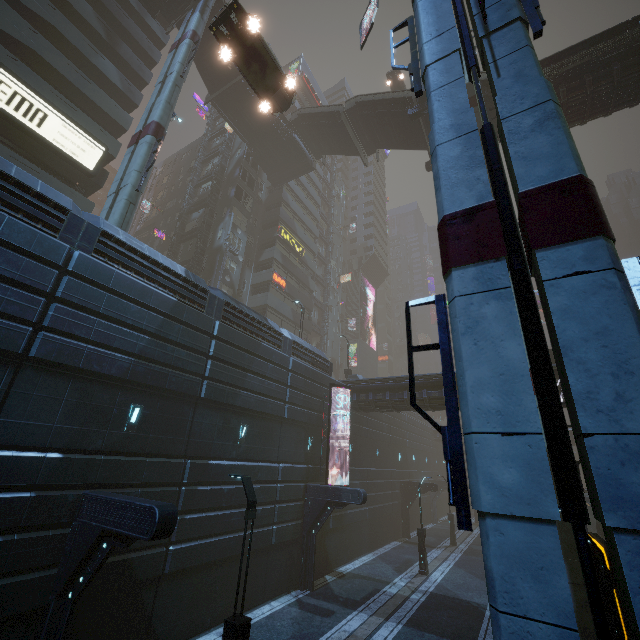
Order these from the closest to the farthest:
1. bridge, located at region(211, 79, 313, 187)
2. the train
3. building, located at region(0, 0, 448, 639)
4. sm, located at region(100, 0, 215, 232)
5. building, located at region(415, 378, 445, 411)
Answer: building, located at region(0, 0, 448, 639) < sm, located at region(100, 0, 215, 232) < the train < building, located at region(415, 378, 445, 411) < bridge, located at region(211, 79, 313, 187)

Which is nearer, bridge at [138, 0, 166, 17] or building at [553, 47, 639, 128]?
building at [553, 47, 639, 128]

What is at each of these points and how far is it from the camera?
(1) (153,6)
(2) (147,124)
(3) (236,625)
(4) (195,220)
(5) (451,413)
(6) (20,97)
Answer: (1) bridge, 27.2 meters
(2) sm, 17.2 meters
(3) street light, 7.6 meters
(4) building, 36.6 meters
(5) sm, 4.7 meters
(6) sign, 18.9 meters

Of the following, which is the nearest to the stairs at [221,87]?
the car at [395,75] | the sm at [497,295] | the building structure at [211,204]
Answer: the building structure at [211,204]

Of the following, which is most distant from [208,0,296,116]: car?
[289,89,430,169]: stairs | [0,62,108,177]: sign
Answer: [289,89,430,169]: stairs

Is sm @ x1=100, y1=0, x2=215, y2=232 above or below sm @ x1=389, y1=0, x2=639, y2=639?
above

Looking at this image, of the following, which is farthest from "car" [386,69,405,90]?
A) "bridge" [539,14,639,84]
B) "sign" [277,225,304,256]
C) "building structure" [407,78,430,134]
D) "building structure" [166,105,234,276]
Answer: "sign" [277,225,304,256]

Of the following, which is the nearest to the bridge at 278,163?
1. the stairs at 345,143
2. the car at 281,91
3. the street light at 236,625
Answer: the stairs at 345,143
